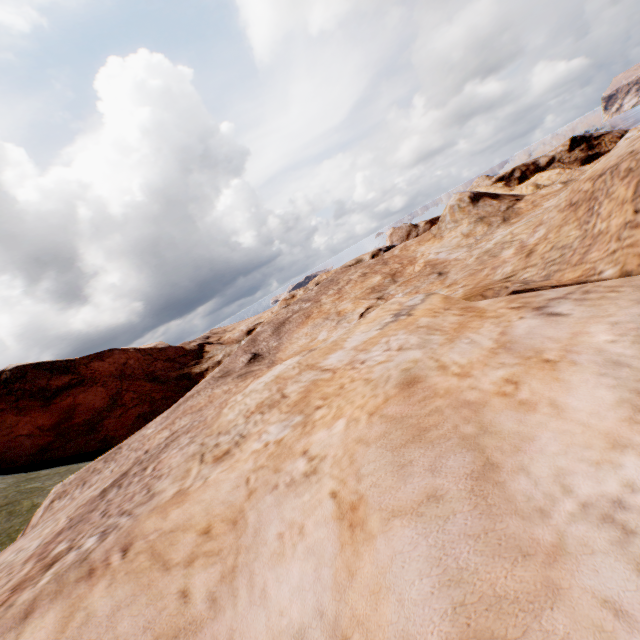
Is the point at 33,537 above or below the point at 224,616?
above
